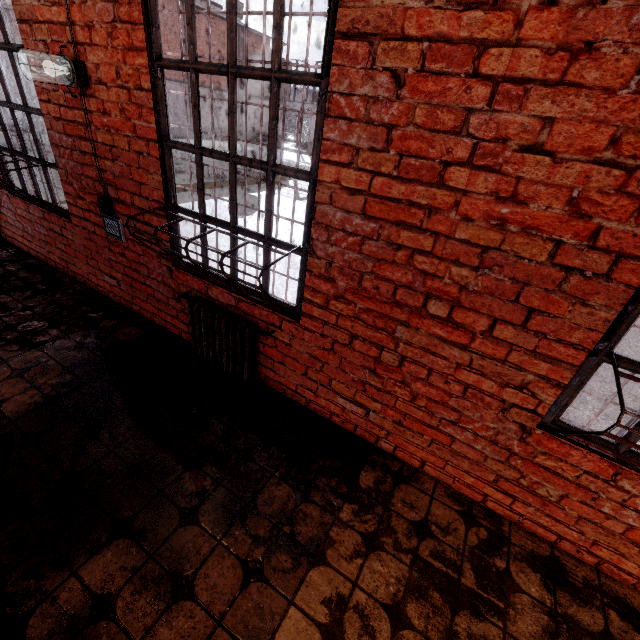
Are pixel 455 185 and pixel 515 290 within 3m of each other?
yes

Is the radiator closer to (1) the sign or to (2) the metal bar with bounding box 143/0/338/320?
(2) the metal bar with bounding box 143/0/338/320

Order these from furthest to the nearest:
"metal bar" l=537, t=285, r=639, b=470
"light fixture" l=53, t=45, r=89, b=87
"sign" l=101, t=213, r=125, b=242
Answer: "sign" l=101, t=213, r=125, b=242, "light fixture" l=53, t=45, r=89, b=87, "metal bar" l=537, t=285, r=639, b=470

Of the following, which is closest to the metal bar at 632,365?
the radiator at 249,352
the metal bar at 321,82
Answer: the metal bar at 321,82

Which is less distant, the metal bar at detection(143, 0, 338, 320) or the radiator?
the metal bar at detection(143, 0, 338, 320)

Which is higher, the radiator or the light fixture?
the light fixture

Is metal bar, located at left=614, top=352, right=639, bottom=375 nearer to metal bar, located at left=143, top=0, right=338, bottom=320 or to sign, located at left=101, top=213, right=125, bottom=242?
metal bar, located at left=143, top=0, right=338, bottom=320

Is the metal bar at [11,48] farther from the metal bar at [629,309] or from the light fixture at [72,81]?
the metal bar at [629,309]
